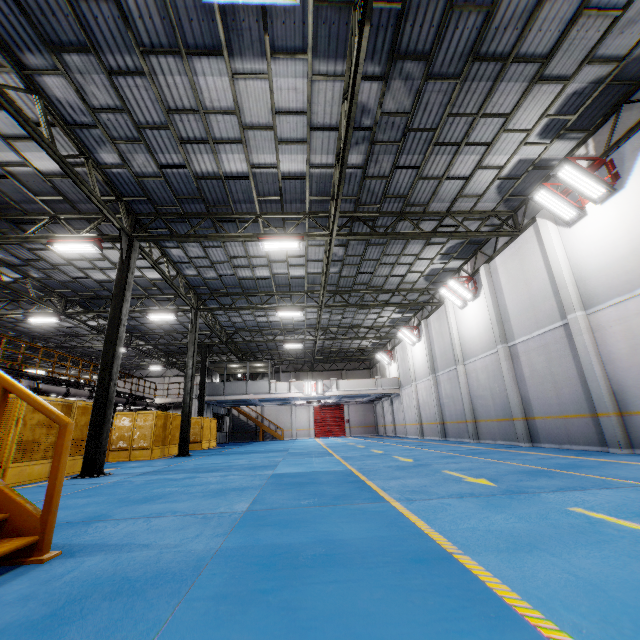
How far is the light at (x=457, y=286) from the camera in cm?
1614

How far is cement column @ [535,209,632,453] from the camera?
8.98m

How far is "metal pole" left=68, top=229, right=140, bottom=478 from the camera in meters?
9.4

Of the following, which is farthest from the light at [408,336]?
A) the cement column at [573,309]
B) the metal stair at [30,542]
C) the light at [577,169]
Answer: the metal stair at [30,542]

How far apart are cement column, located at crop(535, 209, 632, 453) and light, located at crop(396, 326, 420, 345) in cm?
1295

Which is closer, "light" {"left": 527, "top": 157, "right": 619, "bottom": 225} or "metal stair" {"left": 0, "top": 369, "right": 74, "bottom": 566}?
"metal stair" {"left": 0, "top": 369, "right": 74, "bottom": 566}

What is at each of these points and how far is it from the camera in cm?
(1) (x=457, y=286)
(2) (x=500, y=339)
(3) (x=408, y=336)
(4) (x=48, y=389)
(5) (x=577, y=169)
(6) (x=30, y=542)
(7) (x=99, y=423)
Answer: (1) light, 1636
(2) cement column, 1391
(3) light, 2450
(4) vent pipe, 1549
(5) light, 908
(6) metal stair, 286
(7) metal pole, 968

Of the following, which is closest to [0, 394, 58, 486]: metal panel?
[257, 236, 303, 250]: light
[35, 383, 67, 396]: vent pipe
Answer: [35, 383, 67, 396]: vent pipe
